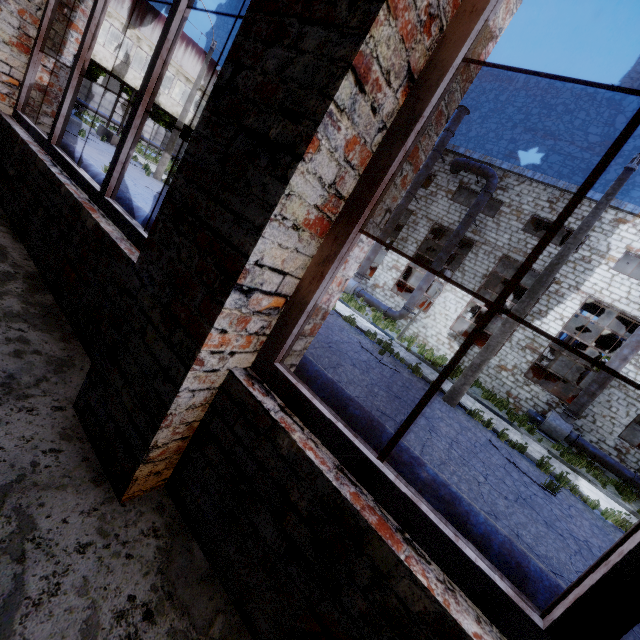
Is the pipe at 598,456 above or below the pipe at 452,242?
below

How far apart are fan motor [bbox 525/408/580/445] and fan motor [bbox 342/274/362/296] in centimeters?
1126cm

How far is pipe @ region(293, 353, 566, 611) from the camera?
2.40m

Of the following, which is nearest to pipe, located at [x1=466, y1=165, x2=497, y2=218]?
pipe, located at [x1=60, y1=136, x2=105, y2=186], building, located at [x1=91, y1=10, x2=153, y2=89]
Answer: pipe, located at [x1=60, y1=136, x2=105, y2=186]

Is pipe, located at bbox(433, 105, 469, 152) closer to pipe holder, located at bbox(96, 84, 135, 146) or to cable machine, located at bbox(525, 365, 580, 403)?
cable machine, located at bbox(525, 365, 580, 403)

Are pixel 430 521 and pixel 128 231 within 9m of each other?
yes

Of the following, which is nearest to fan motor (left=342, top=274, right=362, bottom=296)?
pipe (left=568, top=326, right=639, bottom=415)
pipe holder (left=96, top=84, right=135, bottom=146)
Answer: pipe (left=568, top=326, right=639, bottom=415)

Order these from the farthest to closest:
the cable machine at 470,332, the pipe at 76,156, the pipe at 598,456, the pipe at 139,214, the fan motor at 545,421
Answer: the cable machine at 470,332, the fan motor at 545,421, the pipe at 598,456, the pipe at 76,156, the pipe at 139,214
